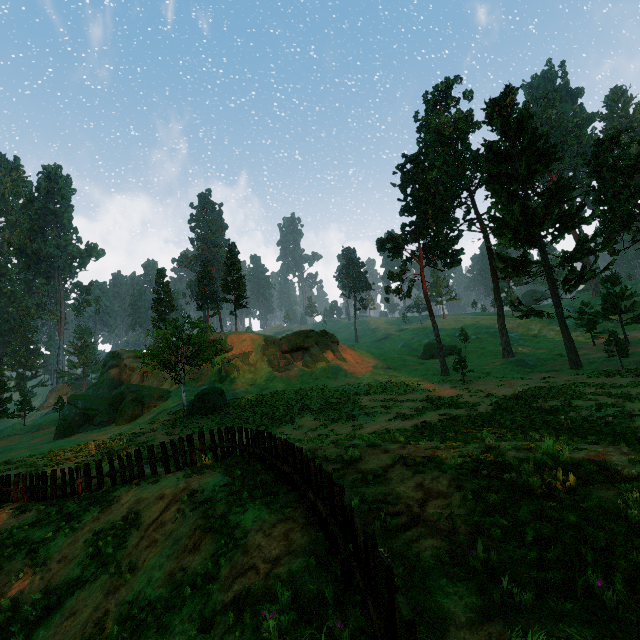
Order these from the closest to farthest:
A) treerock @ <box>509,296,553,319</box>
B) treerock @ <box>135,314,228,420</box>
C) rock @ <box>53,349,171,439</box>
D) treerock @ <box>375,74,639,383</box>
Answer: treerock @ <box>135,314,228,420</box> → treerock @ <box>375,74,639,383</box> → treerock @ <box>509,296,553,319</box> → rock @ <box>53,349,171,439</box>

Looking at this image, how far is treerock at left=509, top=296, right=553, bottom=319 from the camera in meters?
35.2 m

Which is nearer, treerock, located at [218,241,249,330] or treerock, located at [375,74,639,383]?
treerock, located at [375,74,639,383]

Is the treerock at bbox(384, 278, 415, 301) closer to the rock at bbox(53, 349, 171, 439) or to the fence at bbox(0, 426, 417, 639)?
the rock at bbox(53, 349, 171, 439)

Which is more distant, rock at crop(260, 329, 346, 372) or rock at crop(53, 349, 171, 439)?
rock at crop(260, 329, 346, 372)

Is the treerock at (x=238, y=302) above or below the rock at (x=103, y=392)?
above

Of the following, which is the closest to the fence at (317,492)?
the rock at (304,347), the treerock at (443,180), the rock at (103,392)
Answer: the treerock at (443,180)

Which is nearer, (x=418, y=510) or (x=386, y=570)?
(x=386, y=570)
